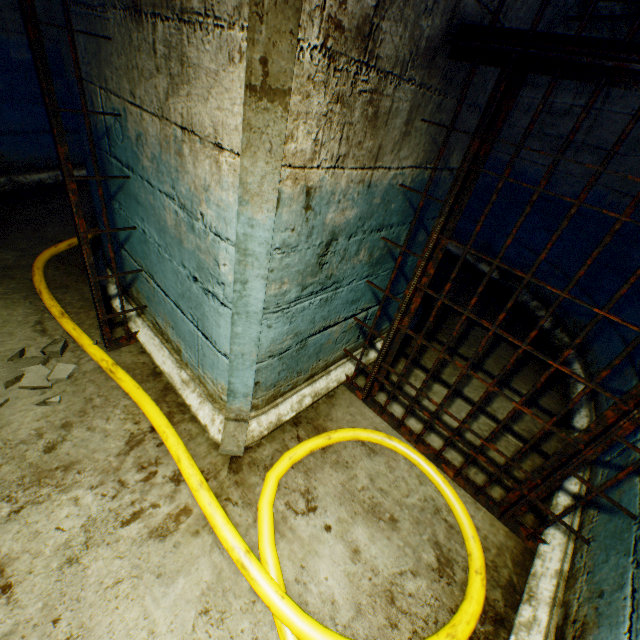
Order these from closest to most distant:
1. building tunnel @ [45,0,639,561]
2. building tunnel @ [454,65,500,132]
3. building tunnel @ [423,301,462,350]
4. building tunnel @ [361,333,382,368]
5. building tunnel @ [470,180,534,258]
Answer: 1. building tunnel @ [45,0,639,561]
2. building tunnel @ [454,65,500,132]
3. building tunnel @ [361,333,382,368]
4. building tunnel @ [423,301,462,350]
5. building tunnel @ [470,180,534,258]

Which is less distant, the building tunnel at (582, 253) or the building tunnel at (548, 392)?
the building tunnel at (548, 392)

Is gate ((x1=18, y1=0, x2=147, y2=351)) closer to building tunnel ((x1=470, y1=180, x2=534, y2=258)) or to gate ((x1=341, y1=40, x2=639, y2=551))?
building tunnel ((x1=470, y1=180, x2=534, y2=258))

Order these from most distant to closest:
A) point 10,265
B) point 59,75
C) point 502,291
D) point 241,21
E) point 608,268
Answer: point 502,291
point 59,75
point 608,268
point 10,265
point 241,21

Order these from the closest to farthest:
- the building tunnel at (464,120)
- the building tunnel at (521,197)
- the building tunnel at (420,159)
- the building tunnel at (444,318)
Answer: the building tunnel at (420,159), the building tunnel at (464,120), the building tunnel at (444,318), the building tunnel at (521,197)

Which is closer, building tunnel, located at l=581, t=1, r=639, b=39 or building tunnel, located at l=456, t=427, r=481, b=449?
building tunnel, located at l=456, t=427, r=481, b=449

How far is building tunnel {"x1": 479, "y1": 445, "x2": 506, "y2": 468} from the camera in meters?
2.3
